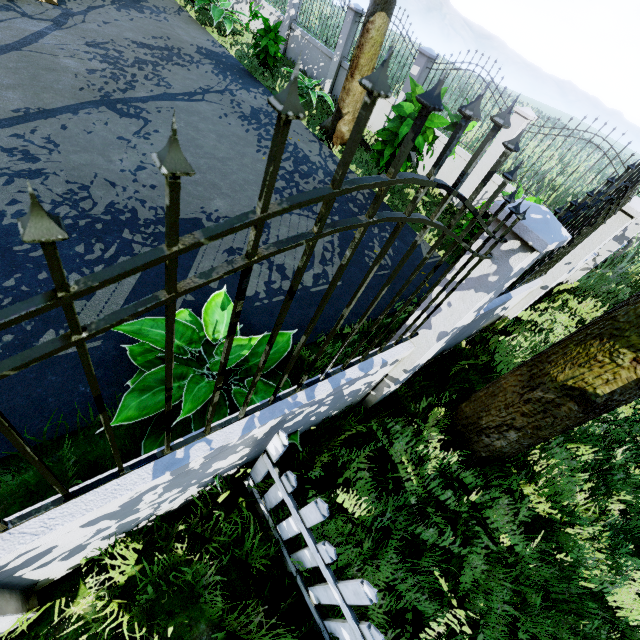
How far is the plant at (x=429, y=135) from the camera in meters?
6.4

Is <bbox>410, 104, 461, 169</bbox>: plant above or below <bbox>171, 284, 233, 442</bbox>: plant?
above

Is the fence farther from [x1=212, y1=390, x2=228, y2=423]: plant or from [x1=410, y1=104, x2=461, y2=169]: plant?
[x1=410, y1=104, x2=461, y2=169]: plant

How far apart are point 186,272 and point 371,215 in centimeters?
369cm

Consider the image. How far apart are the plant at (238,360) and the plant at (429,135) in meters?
5.1

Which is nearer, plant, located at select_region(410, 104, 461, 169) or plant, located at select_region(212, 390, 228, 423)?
plant, located at select_region(212, 390, 228, 423)

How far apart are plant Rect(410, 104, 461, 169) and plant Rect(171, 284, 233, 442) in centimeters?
506cm

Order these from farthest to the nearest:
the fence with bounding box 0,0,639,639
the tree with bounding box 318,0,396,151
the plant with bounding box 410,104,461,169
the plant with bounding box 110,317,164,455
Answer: the tree with bounding box 318,0,396,151
the plant with bounding box 410,104,461,169
the plant with bounding box 110,317,164,455
the fence with bounding box 0,0,639,639
